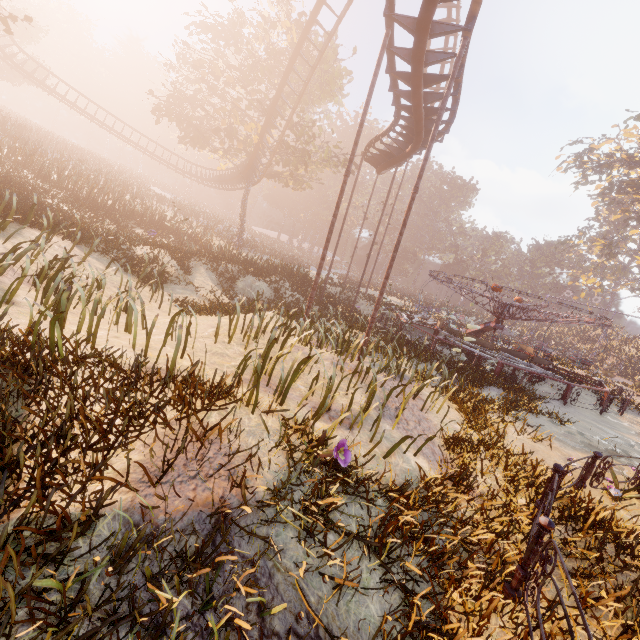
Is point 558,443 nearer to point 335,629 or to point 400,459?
point 400,459

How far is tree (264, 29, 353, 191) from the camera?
24.4m

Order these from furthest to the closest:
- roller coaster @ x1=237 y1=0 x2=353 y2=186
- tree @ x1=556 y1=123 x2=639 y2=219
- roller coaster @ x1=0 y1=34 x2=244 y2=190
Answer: tree @ x1=556 y1=123 x2=639 y2=219 < roller coaster @ x1=0 y1=34 x2=244 y2=190 < roller coaster @ x1=237 y1=0 x2=353 y2=186

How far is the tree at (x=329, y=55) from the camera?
24.4m

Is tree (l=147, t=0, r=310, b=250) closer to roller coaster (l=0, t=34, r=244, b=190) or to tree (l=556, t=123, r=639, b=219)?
roller coaster (l=0, t=34, r=244, b=190)

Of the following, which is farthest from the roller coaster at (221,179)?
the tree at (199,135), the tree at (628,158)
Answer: the tree at (628,158)
